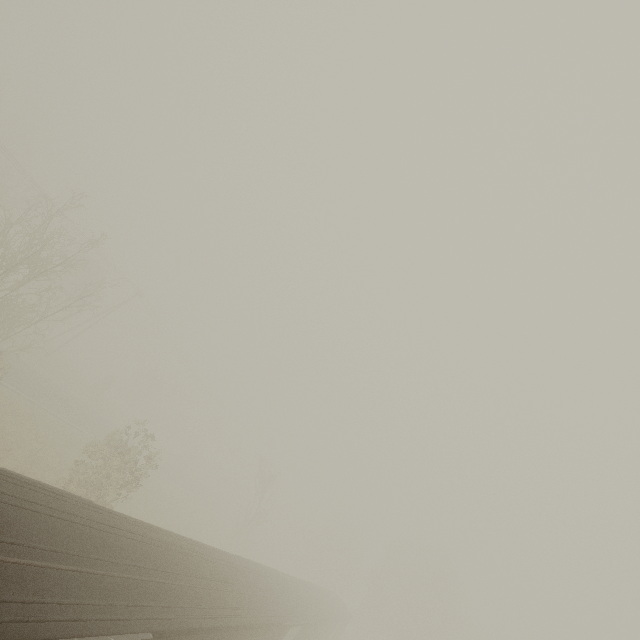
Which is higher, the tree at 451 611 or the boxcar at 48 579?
the tree at 451 611

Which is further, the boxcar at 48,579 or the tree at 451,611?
the tree at 451,611

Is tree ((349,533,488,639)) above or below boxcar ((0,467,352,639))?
above

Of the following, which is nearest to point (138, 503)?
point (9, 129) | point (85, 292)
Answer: point (85, 292)

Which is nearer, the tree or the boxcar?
the boxcar
